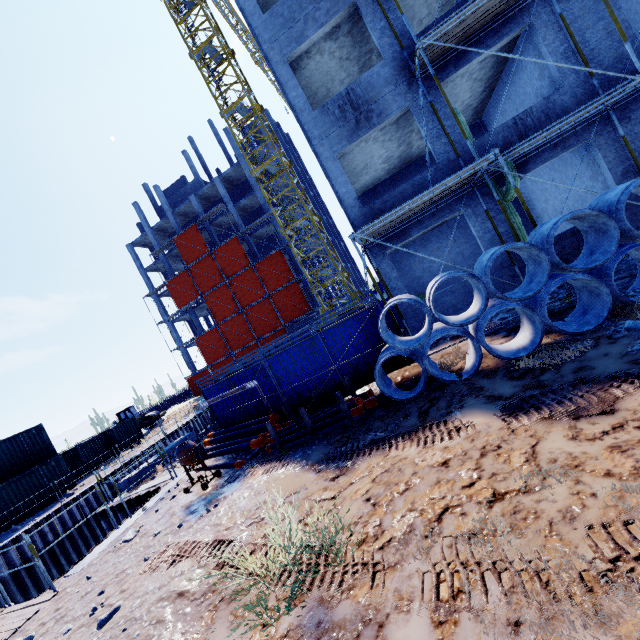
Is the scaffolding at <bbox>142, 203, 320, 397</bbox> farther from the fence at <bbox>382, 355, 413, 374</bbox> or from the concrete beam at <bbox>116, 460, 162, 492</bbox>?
the fence at <bbox>382, 355, 413, 374</bbox>

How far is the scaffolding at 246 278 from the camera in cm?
3659

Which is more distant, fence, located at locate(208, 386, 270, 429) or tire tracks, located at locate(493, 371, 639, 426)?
fence, located at locate(208, 386, 270, 429)

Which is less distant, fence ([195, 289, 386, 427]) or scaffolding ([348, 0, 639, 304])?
scaffolding ([348, 0, 639, 304])

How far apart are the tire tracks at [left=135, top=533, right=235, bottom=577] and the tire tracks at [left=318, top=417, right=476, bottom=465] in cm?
186

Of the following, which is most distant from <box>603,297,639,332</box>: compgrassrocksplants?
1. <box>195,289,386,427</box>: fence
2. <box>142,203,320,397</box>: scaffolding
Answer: <box>142,203,320,397</box>: scaffolding

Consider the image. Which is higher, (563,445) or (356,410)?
(356,410)

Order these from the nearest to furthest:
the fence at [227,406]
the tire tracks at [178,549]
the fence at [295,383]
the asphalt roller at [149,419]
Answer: the tire tracks at [178,549]
the fence at [295,383]
the fence at [227,406]
the asphalt roller at [149,419]
